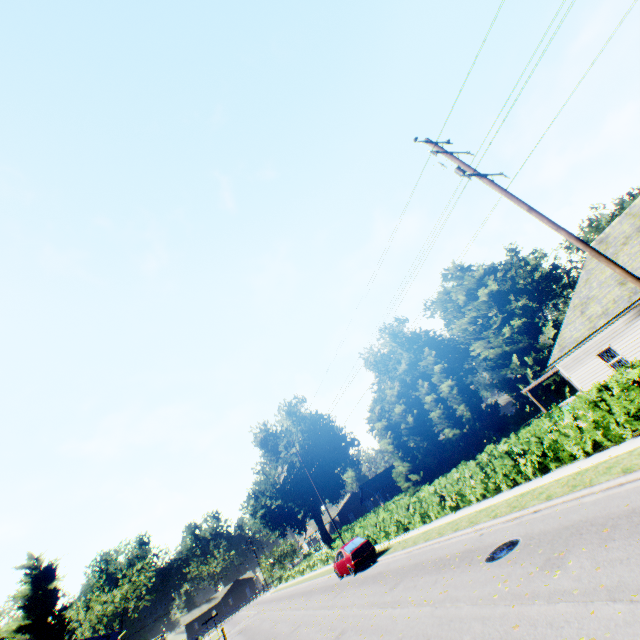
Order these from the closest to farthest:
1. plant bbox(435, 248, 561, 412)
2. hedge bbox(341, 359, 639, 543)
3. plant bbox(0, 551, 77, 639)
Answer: hedge bbox(341, 359, 639, 543) < plant bbox(0, 551, 77, 639) < plant bbox(435, 248, 561, 412)

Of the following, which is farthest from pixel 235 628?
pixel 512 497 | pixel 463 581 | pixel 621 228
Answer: pixel 621 228

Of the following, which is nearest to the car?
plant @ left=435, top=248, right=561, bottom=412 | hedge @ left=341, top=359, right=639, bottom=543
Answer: hedge @ left=341, top=359, right=639, bottom=543

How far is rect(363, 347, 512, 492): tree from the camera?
38.97m

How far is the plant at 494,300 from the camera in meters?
43.8

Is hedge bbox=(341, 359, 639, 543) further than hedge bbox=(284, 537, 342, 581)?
No

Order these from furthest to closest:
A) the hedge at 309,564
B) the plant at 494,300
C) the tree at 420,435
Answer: the plant at 494,300
the tree at 420,435
the hedge at 309,564

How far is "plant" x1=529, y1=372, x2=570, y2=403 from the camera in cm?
4116
